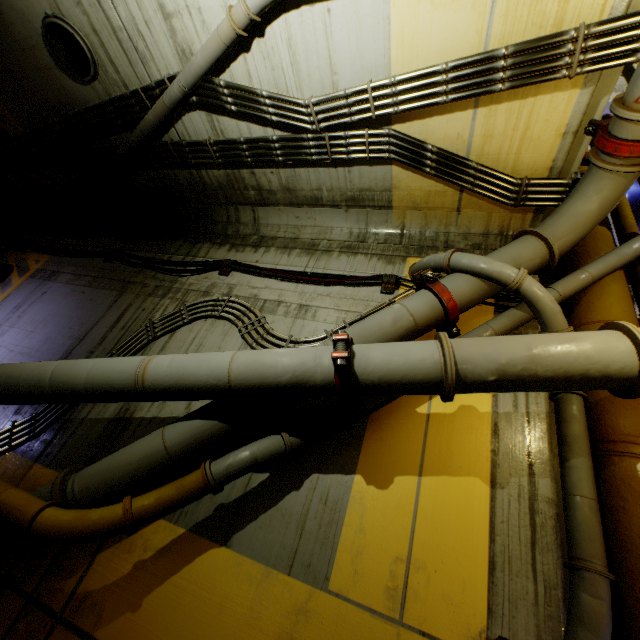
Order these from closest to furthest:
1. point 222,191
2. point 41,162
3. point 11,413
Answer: point 11,413 → point 222,191 → point 41,162

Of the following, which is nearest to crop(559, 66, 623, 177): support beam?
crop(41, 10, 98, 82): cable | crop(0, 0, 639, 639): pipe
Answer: crop(0, 0, 639, 639): pipe

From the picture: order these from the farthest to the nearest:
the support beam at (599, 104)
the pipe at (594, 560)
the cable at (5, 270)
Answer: the cable at (5, 270)
the support beam at (599, 104)
the pipe at (594, 560)

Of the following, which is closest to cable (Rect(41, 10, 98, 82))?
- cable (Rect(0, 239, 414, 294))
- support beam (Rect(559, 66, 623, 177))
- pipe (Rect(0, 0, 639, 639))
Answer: pipe (Rect(0, 0, 639, 639))

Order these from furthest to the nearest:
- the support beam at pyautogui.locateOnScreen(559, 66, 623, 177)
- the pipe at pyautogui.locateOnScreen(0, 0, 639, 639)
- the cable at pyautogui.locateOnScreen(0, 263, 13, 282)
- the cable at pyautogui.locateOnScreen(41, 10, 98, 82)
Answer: the cable at pyautogui.locateOnScreen(0, 263, 13, 282), the cable at pyautogui.locateOnScreen(41, 10, 98, 82), the support beam at pyautogui.locateOnScreen(559, 66, 623, 177), the pipe at pyautogui.locateOnScreen(0, 0, 639, 639)

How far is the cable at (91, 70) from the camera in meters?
4.7

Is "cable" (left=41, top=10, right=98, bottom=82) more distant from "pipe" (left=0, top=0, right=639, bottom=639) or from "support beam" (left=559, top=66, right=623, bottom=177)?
"support beam" (left=559, top=66, right=623, bottom=177)

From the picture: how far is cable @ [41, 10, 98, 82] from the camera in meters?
4.7 m
